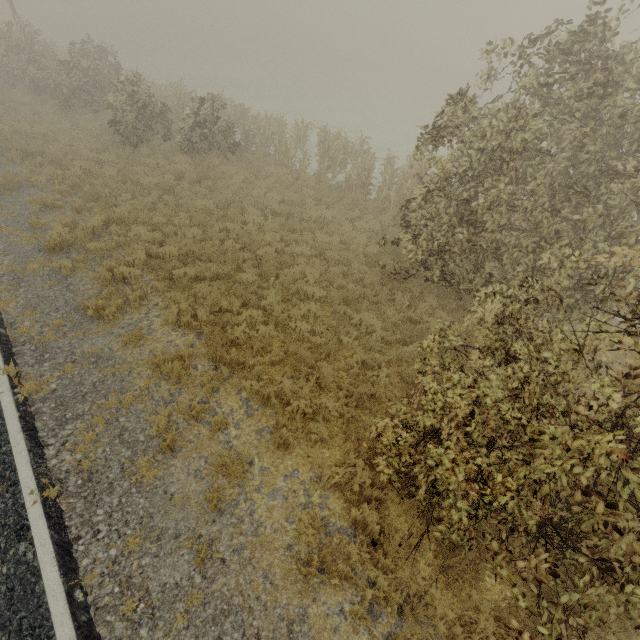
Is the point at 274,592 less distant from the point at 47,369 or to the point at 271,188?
the point at 47,369
